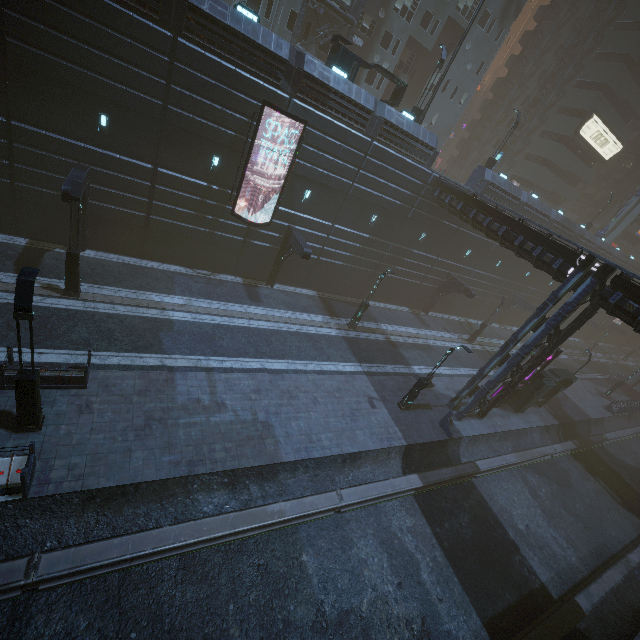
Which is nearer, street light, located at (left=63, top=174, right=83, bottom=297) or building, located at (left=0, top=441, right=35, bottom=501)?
building, located at (left=0, top=441, right=35, bottom=501)

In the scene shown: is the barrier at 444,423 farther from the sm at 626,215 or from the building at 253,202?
the sm at 626,215

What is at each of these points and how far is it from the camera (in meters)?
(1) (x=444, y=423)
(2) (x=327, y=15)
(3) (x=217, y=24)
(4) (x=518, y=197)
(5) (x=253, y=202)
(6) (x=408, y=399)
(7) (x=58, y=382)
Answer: (1) barrier, 19.66
(2) building, 26.05
(3) building, 15.27
(4) building, 29.64
(5) building, 20.75
(6) street light, 19.12
(7) building, 11.80

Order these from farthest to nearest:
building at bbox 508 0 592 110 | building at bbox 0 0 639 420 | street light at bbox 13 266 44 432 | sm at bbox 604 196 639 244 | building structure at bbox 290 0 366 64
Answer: sm at bbox 604 196 639 244 < building at bbox 508 0 592 110 < building structure at bbox 290 0 366 64 < building at bbox 0 0 639 420 < street light at bbox 13 266 44 432

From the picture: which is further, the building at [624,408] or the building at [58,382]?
the building at [624,408]

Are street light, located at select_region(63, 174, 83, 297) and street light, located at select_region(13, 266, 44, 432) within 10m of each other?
yes

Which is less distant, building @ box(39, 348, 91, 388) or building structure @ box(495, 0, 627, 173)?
building @ box(39, 348, 91, 388)

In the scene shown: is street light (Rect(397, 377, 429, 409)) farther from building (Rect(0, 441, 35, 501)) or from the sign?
the sign
